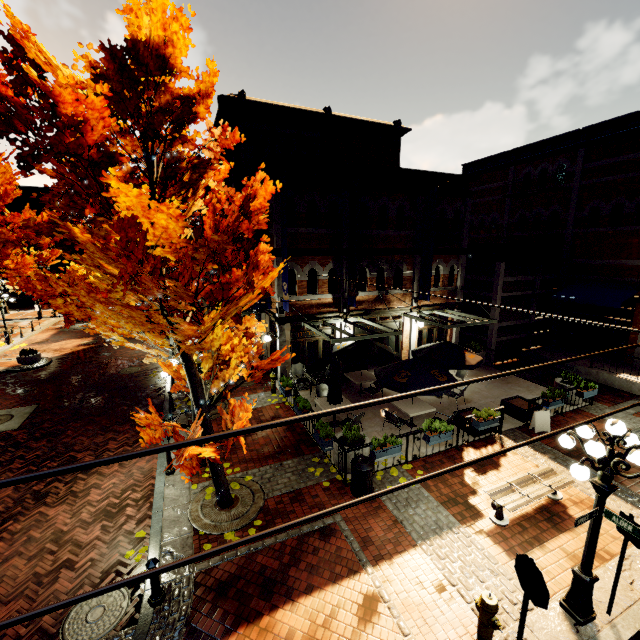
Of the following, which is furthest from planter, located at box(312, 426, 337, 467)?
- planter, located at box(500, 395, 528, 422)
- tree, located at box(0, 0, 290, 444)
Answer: planter, located at box(500, 395, 528, 422)

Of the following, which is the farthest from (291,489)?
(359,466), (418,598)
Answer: (418,598)

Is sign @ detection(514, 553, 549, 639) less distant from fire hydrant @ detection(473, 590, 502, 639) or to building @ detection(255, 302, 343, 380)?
fire hydrant @ detection(473, 590, 502, 639)

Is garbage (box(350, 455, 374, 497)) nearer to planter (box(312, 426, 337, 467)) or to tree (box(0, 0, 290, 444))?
planter (box(312, 426, 337, 467))

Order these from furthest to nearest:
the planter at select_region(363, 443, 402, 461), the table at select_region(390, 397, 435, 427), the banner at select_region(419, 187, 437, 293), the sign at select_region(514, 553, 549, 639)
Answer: the banner at select_region(419, 187, 437, 293) < the table at select_region(390, 397, 435, 427) < the planter at select_region(363, 443, 402, 461) < the sign at select_region(514, 553, 549, 639)

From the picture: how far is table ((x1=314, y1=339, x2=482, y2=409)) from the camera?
10.4m

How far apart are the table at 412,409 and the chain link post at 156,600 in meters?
7.9 m

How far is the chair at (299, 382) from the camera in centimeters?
1284cm
